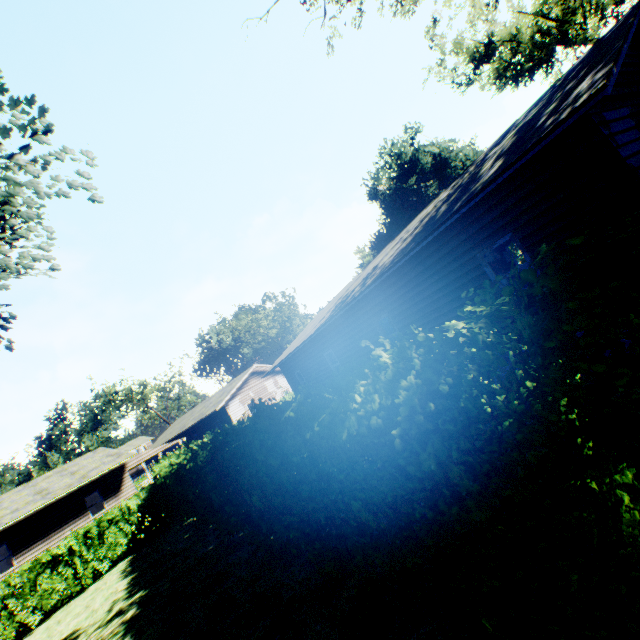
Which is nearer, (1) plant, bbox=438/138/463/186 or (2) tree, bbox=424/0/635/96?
(2) tree, bbox=424/0/635/96

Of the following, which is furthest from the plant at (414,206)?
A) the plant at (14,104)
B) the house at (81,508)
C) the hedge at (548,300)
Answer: the plant at (14,104)

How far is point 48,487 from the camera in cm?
2270

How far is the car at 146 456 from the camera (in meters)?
25.66

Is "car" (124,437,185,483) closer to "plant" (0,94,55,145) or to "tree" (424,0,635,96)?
"plant" (0,94,55,145)

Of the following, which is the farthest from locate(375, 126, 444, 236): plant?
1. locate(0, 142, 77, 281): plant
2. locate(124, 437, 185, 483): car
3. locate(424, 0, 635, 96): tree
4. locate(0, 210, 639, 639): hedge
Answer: locate(124, 437, 185, 483): car

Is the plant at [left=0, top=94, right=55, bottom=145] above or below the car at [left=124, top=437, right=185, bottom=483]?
above

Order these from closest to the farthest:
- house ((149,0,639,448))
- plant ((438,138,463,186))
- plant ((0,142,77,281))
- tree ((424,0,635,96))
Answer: house ((149,0,639,448)) → plant ((0,142,77,281)) → tree ((424,0,635,96)) → plant ((438,138,463,186))
